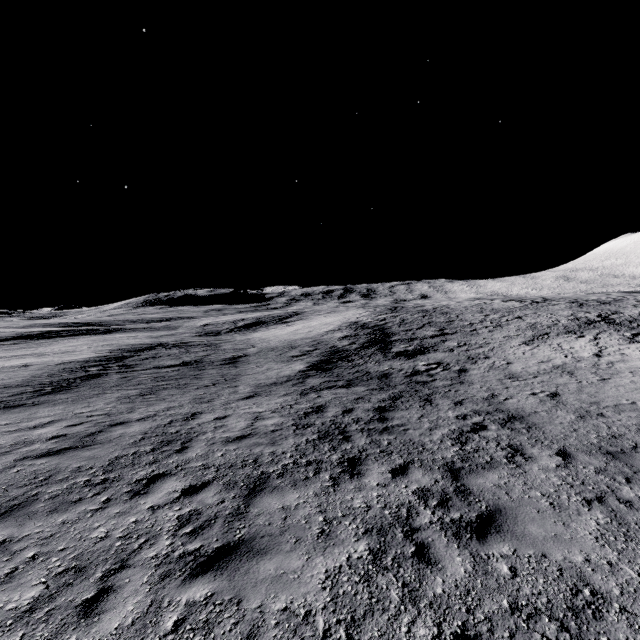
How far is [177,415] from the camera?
10.30m
